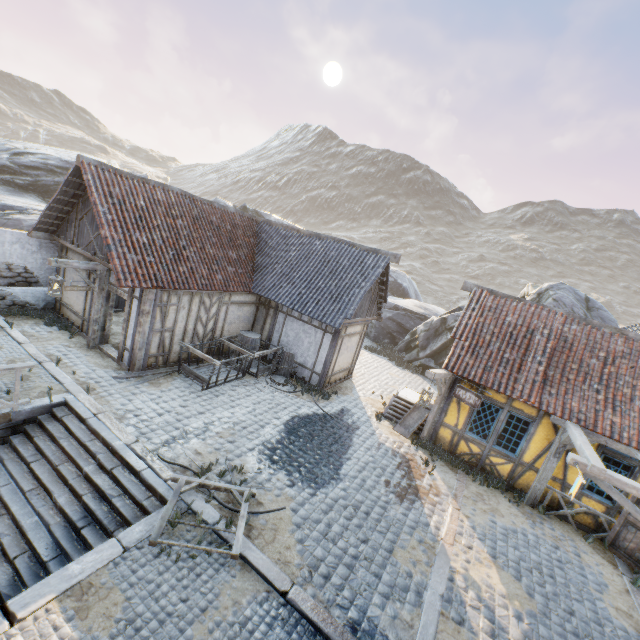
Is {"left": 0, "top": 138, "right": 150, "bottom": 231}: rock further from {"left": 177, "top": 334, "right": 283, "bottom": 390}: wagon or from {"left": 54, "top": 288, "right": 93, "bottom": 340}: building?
{"left": 177, "top": 334, "right": 283, "bottom": 390}: wagon

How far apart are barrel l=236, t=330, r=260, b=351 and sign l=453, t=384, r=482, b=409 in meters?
7.7

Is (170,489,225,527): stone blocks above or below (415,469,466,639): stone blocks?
above

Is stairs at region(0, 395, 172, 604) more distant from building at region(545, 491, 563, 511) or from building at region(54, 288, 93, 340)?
building at region(545, 491, 563, 511)

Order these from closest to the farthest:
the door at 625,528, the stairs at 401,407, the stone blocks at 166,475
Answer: the stone blocks at 166,475, the door at 625,528, the stairs at 401,407

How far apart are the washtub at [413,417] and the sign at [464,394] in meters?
2.0 m

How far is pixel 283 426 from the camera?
9.9 meters

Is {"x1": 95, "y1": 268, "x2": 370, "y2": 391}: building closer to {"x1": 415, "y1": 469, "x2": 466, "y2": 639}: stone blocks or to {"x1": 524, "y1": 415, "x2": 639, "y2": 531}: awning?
{"x1": 415, "y1": 469, "x2": 466, "y2": 639}: stone blocks
